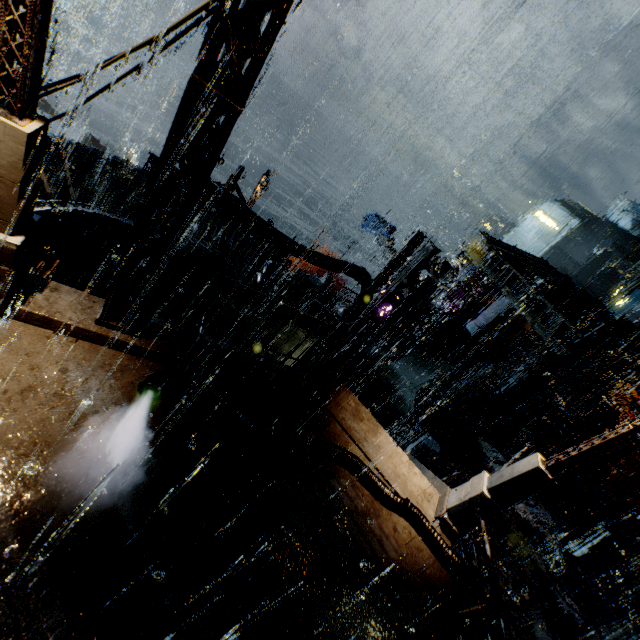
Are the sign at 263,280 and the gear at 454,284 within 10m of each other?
no

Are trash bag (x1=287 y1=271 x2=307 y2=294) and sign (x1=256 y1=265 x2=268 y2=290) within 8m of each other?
Result: yes

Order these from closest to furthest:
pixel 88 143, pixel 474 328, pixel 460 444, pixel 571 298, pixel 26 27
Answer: pixel 26 27, pixel 571 298, pixel 460 444, pixel 474 328, pixel 88 143

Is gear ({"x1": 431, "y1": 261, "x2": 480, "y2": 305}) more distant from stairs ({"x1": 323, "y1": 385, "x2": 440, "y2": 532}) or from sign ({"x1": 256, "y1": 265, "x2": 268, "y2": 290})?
sign ({"x1": 256, "y1": 265, "x2": 268, "y2": 290})

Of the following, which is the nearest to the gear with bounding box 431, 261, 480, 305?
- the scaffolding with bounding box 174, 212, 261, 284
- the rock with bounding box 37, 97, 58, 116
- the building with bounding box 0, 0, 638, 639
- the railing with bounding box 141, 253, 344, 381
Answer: the building with bounding box 0, 0, 638, 639

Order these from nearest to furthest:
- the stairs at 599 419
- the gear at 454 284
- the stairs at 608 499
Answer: the stairs at 608 499
the stairs at 599 419
the gear at 454 284

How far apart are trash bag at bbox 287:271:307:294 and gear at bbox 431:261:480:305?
24.2 meters

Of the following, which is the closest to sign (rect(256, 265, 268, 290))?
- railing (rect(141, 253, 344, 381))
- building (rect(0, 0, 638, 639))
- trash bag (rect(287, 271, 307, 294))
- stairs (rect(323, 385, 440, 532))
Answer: building (rect(0, 0, 638, 639))
